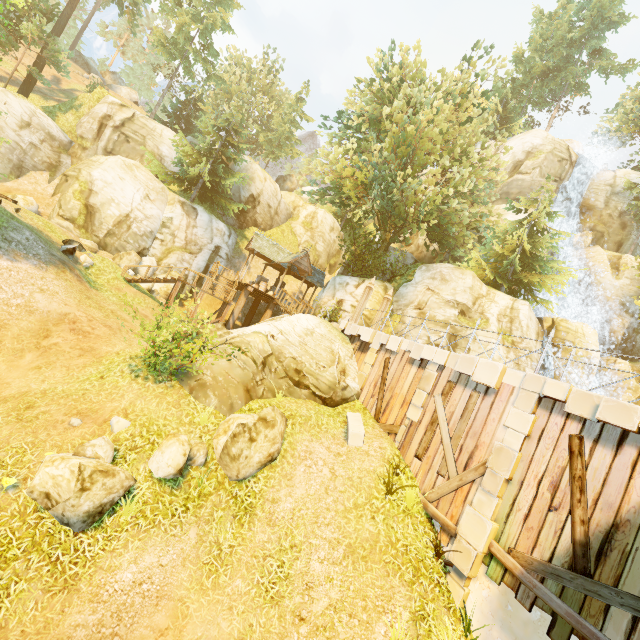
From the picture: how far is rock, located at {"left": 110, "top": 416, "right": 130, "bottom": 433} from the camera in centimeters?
832cm

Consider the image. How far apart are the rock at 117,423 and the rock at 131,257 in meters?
16.9

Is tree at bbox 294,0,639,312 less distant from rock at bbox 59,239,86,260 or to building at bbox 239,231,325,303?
building at bbox 239,231,325,303

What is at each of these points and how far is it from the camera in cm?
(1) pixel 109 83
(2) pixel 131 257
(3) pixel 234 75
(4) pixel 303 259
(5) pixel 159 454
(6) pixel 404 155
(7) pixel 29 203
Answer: (1) rock, 5319
(2) rock, 2277
(3) tree, 4388
(4) building, 2459
(5) rock, 797
(6) tree, 2080
(7) rock, 2173

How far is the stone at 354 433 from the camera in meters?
10.5

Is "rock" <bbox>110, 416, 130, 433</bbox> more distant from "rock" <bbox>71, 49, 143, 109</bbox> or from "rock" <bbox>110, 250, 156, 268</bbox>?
"rock" <bbox>71, 49, 143, 109</bbox>

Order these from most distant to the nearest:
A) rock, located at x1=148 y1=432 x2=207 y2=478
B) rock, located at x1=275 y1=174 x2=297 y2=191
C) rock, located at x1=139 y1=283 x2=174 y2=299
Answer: rock, located at x1=275 y1=174 x2=297 y2=191 → rock, located at x1=139 y1=283 x2=174 y2=299 → rock, located at x1=148 y1=432 x2=207 y2=478

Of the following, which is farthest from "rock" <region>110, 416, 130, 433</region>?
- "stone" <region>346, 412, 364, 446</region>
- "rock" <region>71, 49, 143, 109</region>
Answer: "rock" <region>71, 49, 143, 109</region>
